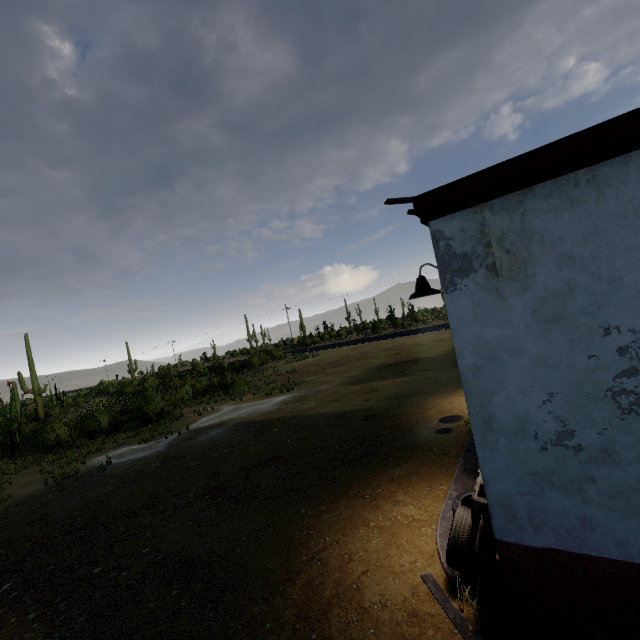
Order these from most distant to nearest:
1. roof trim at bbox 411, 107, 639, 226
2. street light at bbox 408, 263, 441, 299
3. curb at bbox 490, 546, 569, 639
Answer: street light at bbox 408, 263, 441, 299 → curb at bbox 490, 546, 569, 639 → roof trim at bbox 411, 107, 639, 226

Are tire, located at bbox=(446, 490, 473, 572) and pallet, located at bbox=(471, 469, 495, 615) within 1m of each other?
yes

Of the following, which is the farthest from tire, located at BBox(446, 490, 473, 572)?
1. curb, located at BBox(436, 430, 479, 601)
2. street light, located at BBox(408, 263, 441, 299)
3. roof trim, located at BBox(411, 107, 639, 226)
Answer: roof trim, located at BBox(411, 107, 639, 226)

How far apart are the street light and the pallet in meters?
2.1 m

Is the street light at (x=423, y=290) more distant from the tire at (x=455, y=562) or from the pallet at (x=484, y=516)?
the tire at (x=455, y=562)

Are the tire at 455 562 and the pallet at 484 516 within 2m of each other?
yes

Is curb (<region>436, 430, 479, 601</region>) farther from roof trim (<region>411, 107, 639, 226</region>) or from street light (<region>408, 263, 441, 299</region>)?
roof trim (<region>411, 107, 639, 226</region>)

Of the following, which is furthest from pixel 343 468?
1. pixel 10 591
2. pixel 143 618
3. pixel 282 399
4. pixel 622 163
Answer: pixel 282 399
